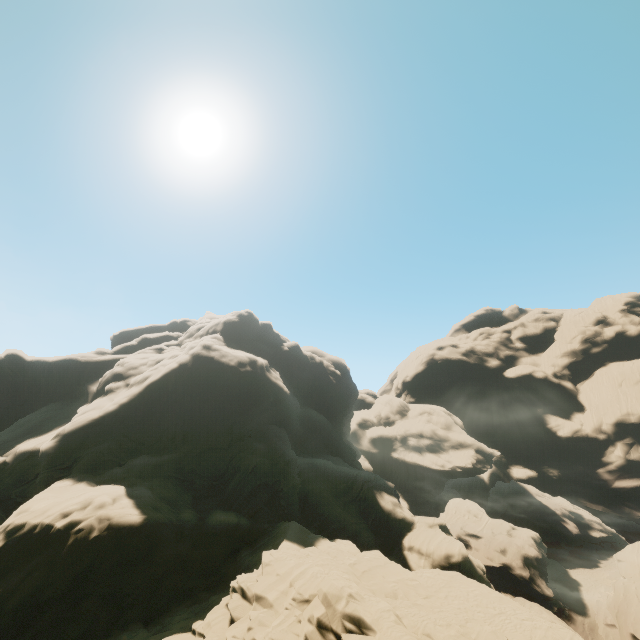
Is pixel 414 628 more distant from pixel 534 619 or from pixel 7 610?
pixel 7 610
